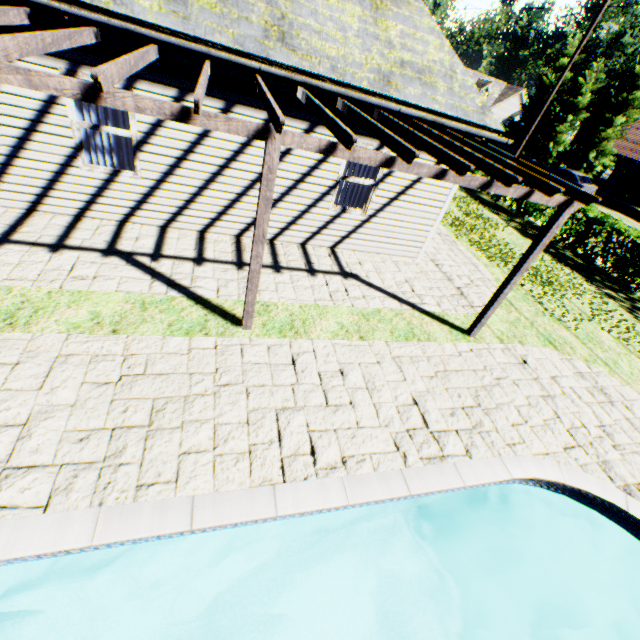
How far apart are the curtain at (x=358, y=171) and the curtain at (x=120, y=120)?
3.9m

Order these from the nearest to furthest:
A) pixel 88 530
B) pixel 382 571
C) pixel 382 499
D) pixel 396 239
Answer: pixel 88 530
pixel 382 499
pixel 382 571
pixel 396 239

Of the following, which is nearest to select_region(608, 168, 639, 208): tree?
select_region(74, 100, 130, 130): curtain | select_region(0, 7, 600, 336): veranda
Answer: select_region(0, 7, 600, 336): veranda

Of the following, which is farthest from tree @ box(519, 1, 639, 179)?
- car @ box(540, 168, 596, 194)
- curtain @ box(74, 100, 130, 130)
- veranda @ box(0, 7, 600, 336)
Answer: curtain @ box(74, 100, 130, 130)

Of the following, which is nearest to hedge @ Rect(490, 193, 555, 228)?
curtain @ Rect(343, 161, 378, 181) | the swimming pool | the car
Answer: the car

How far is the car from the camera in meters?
24.4

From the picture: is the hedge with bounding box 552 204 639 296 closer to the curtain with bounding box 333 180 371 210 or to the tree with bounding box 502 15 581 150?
the tree with bounding box 502 15 581 150
